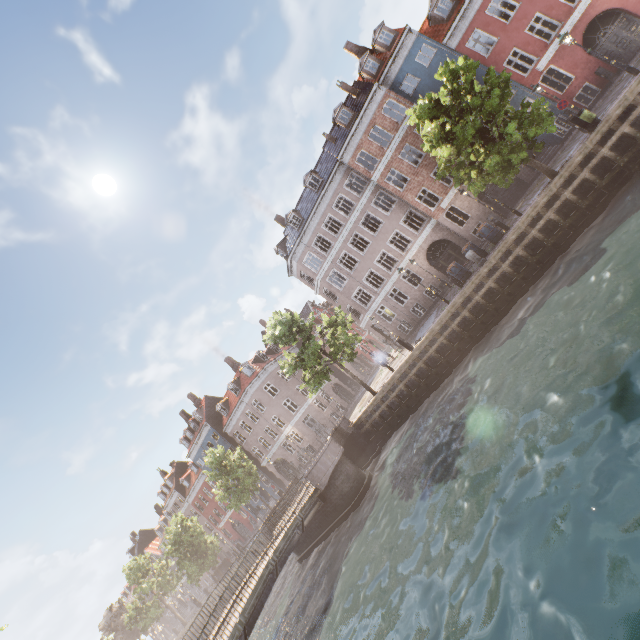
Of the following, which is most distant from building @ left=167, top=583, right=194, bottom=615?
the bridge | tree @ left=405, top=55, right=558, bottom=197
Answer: the bridge

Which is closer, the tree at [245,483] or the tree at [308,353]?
the tree at [308,353]

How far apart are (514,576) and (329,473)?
13.23m

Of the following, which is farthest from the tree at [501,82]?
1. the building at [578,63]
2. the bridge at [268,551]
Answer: the building at [578,63]

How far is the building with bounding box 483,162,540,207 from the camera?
22.77m

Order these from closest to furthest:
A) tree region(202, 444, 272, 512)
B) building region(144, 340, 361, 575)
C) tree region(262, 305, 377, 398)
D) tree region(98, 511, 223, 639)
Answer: tree region(262, 305, 377, 398), tree region(202, 444, 272, 512), tree region(98, 511, 223, 639), building region(144, 340, 361, 575)

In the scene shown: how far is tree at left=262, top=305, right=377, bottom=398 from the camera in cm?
2150
